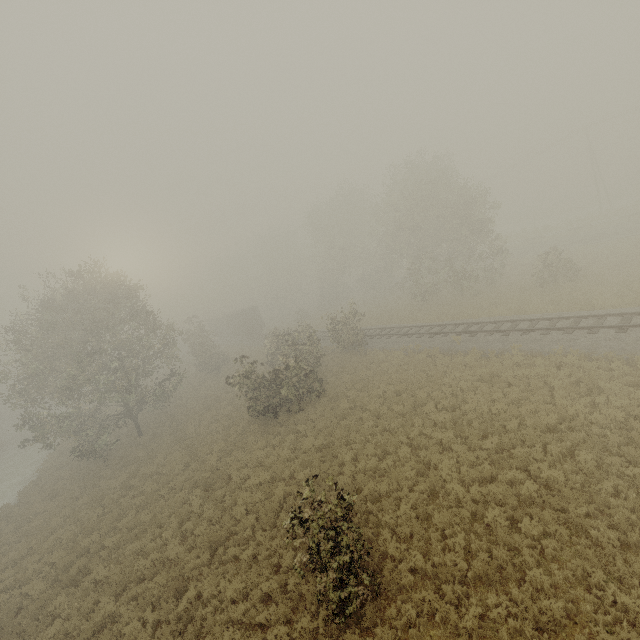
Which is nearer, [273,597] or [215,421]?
[273,597]

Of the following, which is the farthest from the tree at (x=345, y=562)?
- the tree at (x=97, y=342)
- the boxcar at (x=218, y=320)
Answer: the boxcar at (x=218, y=320)

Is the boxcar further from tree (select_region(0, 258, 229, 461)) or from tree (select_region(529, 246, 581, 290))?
tree (select_region(0, 258, 229, 461))

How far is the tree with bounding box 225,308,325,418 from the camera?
20.2 meters

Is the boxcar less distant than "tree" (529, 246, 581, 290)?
No

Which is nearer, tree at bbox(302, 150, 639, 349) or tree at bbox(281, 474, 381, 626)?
tree at bbox(281, 474, 381, 626)

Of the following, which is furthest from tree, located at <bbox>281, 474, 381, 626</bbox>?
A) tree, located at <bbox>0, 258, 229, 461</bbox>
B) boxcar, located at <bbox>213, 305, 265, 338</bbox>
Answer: boxcar, located at <bbox>213, 305, 265, 338</bbox>
